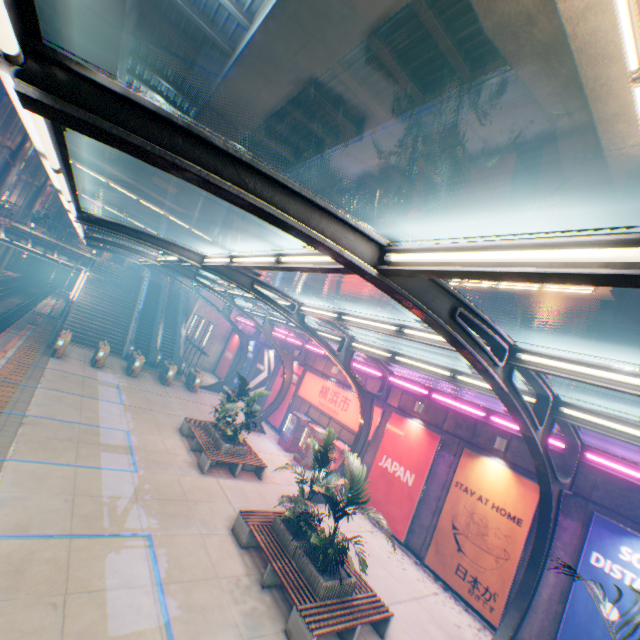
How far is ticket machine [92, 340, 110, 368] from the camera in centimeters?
1866cm

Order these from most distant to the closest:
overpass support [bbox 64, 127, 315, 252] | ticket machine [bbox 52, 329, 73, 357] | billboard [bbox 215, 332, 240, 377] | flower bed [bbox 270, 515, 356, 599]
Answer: billboard [bbox 215, 332, 240, 377], overpass support [bbox 64, 127, 315, 252], ticket machine [bbox 52, 329, 73, 357], flower bed [bbox 270, 515, 356, 599]

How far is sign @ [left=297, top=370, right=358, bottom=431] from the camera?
16.5m

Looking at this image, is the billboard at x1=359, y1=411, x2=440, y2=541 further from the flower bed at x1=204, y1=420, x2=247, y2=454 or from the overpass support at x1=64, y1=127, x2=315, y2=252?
the overpass support at x1=64, y1=127, x2=315, y2=252

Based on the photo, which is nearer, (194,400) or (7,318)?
(194,400)

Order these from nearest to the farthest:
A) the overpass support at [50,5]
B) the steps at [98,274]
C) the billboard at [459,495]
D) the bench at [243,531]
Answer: the bench at [243,531] → the billboard at [459,495] → the overpass support at [50,5] → the steps at [98,274]

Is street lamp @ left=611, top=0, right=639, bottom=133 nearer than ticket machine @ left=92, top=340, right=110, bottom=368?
Yes

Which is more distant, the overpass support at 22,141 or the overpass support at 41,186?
the overpass support at 41,186
